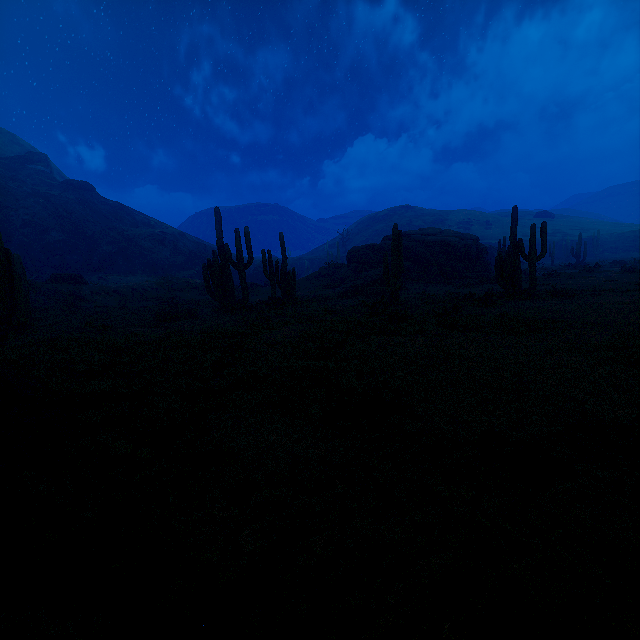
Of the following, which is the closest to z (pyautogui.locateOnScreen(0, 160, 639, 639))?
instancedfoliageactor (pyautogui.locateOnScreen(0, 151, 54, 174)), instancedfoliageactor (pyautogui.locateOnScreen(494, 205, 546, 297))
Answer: instancedfoliageactor (pyautogui.locateOnScreen(494, 205, 546, 297))

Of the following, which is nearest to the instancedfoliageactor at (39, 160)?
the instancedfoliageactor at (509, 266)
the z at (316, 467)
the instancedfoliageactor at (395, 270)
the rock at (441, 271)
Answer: the z at (316, 467)

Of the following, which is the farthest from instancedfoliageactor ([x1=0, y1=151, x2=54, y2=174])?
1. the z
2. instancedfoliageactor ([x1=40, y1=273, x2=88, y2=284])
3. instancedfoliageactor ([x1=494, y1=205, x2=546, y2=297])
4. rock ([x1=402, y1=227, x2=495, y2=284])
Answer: instancedfoliageactor ([x1=494, y1=205, x2=546, y2=297])

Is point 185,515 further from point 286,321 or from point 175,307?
point 175,307

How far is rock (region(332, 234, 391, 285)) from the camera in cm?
2642

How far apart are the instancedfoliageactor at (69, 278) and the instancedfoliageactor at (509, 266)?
29.6 meters

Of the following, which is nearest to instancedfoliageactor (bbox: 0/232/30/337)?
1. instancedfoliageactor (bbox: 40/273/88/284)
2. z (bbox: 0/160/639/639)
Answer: z (bbox: 0/160/639/639)

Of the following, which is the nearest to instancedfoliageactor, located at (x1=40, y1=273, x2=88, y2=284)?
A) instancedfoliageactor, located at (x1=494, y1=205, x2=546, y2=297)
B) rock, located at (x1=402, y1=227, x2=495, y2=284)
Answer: rock, located at (x1=402, y1=227, x2=495, y2=284)
